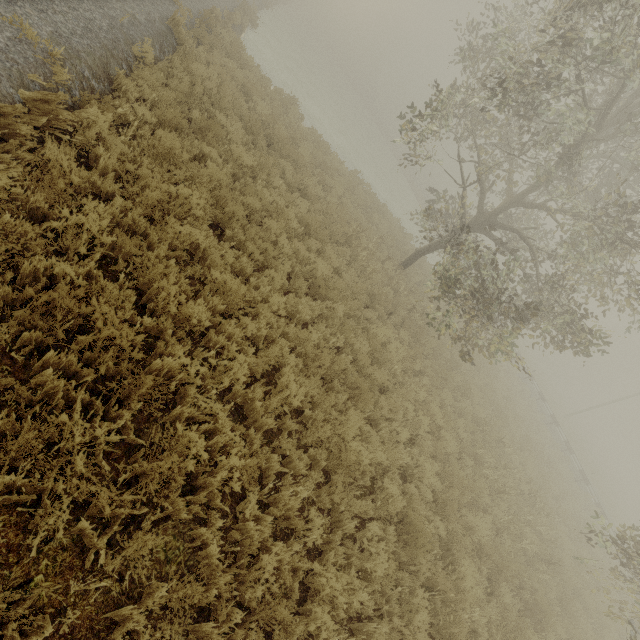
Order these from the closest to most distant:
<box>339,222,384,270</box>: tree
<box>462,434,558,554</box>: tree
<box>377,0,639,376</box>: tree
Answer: <box>377,0,639,376</box>: tree, <box>462,434,558,554</box>: tree, <box>339,222,384,270</box>: tree

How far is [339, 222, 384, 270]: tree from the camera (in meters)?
10.77

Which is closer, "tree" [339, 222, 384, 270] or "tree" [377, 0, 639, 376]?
"tree" [377, 0, 639, 376]

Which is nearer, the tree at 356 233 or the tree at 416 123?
the tree at 416 123

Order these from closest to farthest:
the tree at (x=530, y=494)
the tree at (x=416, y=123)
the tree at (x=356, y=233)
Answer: the tree at (x=416, y=123) → the tree at (x=530, y=494) → the tree at (x=356, y=233)

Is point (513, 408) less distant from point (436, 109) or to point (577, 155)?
point (577, 155)
